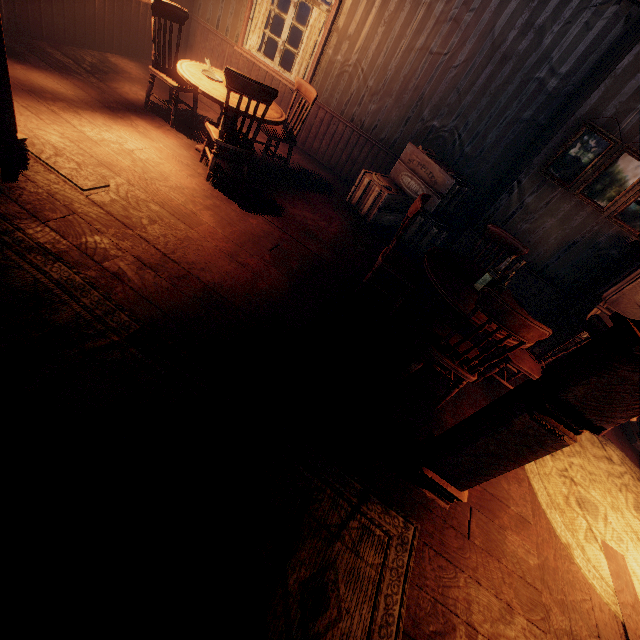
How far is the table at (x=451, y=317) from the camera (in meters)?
2.97

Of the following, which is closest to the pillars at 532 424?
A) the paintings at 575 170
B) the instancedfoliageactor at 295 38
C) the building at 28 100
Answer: the building at 28 100

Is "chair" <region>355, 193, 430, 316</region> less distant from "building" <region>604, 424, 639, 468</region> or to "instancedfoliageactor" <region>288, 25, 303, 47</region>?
"building" <region>604, 424, 639, 468</region>

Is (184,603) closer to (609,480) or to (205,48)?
(609,480)

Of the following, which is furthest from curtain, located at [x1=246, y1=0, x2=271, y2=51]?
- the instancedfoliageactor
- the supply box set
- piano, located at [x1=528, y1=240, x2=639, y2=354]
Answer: the instancedfoliageactor

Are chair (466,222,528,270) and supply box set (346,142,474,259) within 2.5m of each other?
yes

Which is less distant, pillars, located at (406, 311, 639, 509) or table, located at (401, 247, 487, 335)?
pillars, located at (406, 311, 639, 509)

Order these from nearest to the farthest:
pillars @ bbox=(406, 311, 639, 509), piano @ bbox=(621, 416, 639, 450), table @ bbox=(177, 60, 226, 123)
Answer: pillars @ bbox=(406, 311, 639, 509) → table @ bbox=(177, 60, 226, 123) → piano @ bbox=(621, 416, 639, 450)
